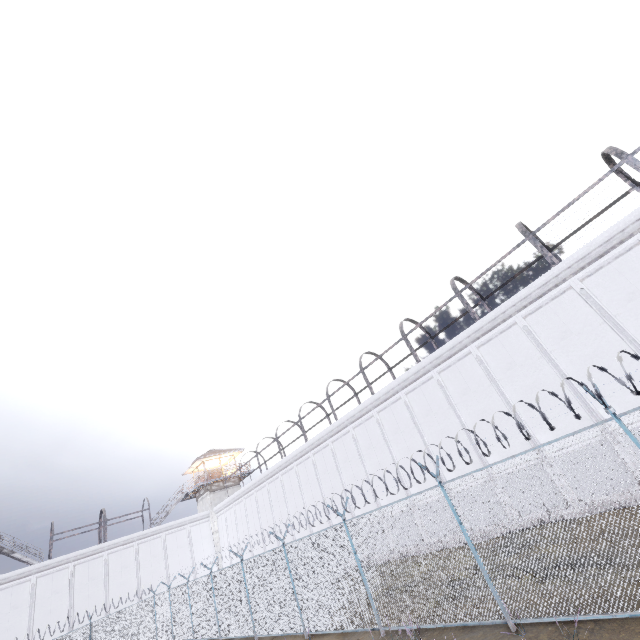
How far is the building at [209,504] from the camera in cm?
3528

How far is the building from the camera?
35.28m

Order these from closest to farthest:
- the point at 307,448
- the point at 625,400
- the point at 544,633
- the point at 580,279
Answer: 1. the point at 544,633
2. the point at 625,400
3. the point at 580,279
4. the point at 307,448

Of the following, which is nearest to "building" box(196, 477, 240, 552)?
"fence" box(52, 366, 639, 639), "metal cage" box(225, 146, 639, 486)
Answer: "fence" box(52, 366, 639, 639)

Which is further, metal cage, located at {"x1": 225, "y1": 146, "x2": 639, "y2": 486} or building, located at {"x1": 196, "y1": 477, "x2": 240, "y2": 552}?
building, located at {"x1": 196, "y1": 477, "x2": 240, "y2": 552}

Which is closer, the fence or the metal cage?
the fence

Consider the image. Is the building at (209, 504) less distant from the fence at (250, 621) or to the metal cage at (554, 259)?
the fence at (250, 621)

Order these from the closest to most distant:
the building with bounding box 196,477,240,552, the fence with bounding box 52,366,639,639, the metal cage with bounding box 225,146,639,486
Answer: the fence with bounding box 52,366,639,639 < the metal cage with bounding box 225,146,639,486 < the building with bounding box 196,477,240,552
